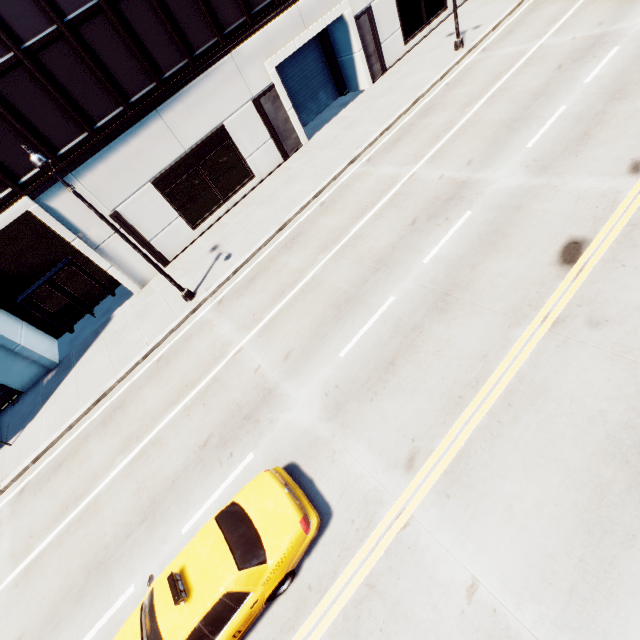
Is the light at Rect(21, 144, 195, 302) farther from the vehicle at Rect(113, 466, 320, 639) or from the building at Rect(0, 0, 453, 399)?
the vehicle at Rect(113, 466, 320, 639)

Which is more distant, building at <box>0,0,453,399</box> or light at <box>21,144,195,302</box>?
building at <box>0,0,453,399</box>

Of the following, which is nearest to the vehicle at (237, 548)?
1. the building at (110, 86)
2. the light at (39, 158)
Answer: the light at (39, 158)

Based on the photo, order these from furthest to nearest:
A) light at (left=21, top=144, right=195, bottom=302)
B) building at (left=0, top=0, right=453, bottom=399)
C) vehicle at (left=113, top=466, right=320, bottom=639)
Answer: building at (left=0, top=0, right=453, bottom=399), light at (left=21, top=144, right=195, bottom=302), vehicle at (left=113, top=466, right=320, bottom=639)

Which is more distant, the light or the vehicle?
the light

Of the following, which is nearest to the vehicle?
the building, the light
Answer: the light

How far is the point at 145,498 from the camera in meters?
9.3 m

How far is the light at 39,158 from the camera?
9.5 meters
